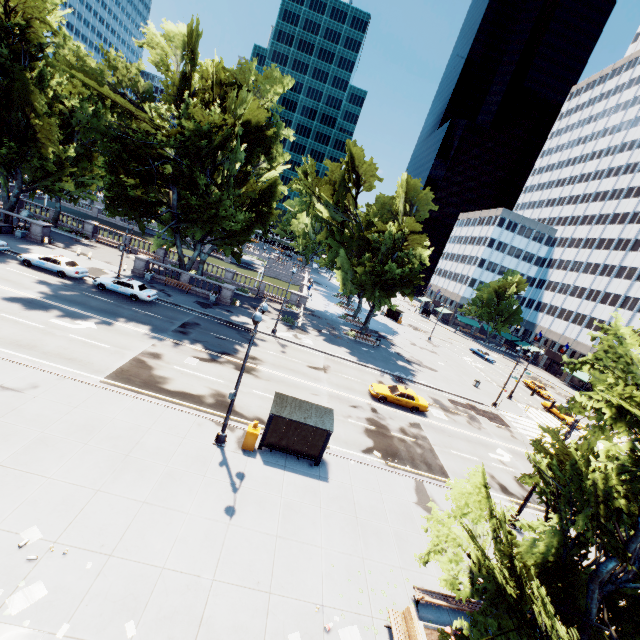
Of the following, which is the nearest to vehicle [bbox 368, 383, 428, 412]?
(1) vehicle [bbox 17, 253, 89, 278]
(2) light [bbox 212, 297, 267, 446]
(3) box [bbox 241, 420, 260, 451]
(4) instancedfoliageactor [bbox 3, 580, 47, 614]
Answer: (3) box [bbox 241, 420, 260, 451]

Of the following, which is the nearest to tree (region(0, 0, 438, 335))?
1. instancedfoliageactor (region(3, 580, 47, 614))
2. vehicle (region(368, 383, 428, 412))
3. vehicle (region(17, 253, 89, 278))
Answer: vehicle (region(17, 253, 89, 278))

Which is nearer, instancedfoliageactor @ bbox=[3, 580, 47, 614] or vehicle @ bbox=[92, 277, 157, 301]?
instancedfoliageactor @ bbox=[3, 580, 47, 614]

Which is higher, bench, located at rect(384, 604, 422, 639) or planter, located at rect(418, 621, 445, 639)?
bench, located at rect(384, 604, 422, 639)

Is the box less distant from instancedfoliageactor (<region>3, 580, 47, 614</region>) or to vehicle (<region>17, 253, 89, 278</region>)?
instancedfoliageactor (<region>3, 580, 47, 614</region>)

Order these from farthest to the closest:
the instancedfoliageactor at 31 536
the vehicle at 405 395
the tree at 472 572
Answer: the vehicle at 405 395 < the instancedfoliageactor at 31 536 < the tree at 472 572

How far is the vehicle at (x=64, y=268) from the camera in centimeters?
2827cm

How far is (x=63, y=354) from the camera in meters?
18.4
